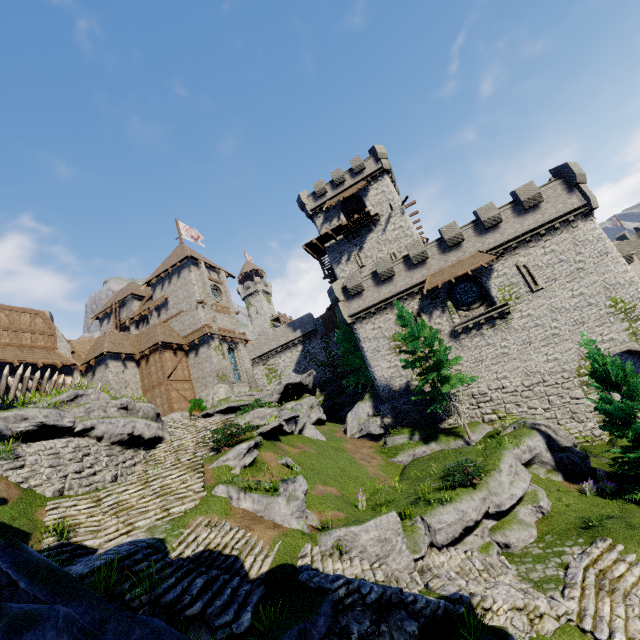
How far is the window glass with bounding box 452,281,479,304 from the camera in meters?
26.2

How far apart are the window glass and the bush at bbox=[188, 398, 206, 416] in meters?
22.6

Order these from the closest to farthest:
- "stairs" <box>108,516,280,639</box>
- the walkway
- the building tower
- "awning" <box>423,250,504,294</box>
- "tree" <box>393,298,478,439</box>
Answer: "stairs" <box>108,516,280,639</box>
"tree" <box>393,298,478,439</box>
the building tower
"awning" <box>423,250,504,294</box>
the walkway

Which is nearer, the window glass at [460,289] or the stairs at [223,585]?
the stairs at [223,585]

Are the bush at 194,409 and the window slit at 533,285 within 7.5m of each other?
no

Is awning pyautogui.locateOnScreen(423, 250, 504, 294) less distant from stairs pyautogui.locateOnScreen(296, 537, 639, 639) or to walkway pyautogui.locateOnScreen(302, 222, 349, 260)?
walkway pyautogui.locateOnScreen(302, 222, 349, 260)

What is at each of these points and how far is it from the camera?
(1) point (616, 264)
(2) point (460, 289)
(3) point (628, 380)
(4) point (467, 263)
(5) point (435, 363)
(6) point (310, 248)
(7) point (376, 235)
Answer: (1) building tower, 22.19m
(2) window glass, 26.73m
(3) tree, 14.72m
(4) awning, 25.34m
(5) tree, 22.00m
(6) walkway, 37.66m
(7) building, 35.50m

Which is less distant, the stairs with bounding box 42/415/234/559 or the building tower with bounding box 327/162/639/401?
the stairs with bounding box 42/415/234/559
